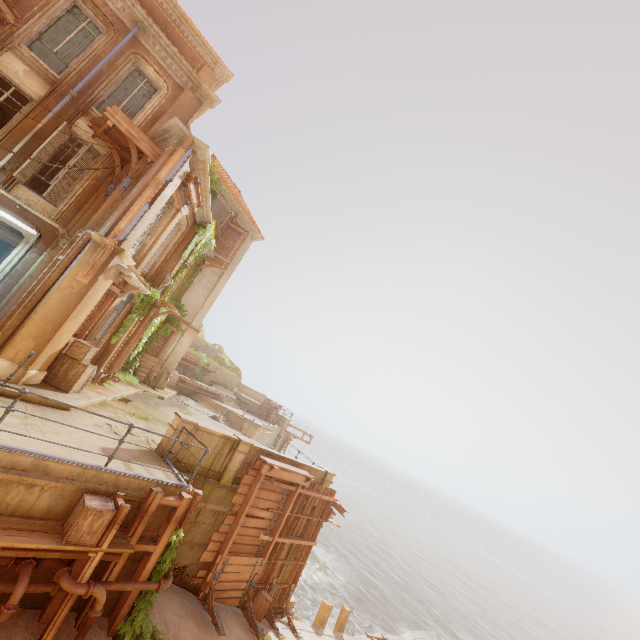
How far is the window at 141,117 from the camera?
11.70m

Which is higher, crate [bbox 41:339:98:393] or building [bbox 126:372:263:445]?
crate [bbox 41:339:98:393]

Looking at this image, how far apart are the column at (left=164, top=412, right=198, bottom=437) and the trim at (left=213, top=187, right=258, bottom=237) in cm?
1521

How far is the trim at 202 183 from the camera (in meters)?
10.66

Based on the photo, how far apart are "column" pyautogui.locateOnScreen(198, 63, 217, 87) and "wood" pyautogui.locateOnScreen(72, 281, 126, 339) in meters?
10.4 m

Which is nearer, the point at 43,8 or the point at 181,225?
the point at 43,8

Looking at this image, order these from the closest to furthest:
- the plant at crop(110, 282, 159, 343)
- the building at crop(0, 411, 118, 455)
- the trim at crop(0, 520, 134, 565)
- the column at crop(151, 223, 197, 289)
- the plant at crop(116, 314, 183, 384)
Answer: the trim at crop(0, 520, 134, 565) < the building at crop(0, 411, 118, 455) < the plant at crop(110, 282, 159, 343) < the column at crop(151, 223, 197, 289) < the plant at crop(116, 314, 183, 384)

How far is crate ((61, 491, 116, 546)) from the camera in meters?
5.8 m
